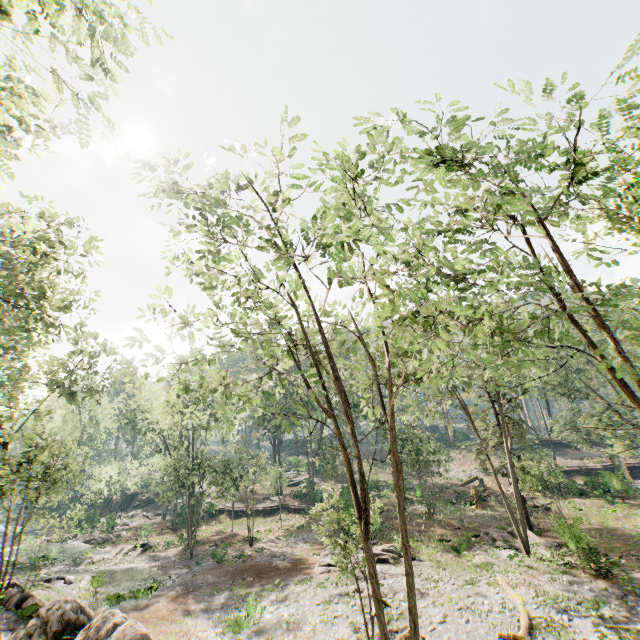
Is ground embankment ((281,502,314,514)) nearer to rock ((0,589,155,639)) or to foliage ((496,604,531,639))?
foliage ((496,604,531,639))

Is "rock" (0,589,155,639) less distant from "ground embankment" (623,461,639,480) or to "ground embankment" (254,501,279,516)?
"ground embankment" (254,501,279,516)

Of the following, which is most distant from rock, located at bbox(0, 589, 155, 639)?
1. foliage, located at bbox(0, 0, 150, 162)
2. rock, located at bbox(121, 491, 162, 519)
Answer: rock, located at bbox(121, 491, 162, 519)

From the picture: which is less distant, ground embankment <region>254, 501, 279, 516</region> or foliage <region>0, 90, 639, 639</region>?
foliage <region>0, 90, 639, 639</region>

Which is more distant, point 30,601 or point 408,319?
point 30,601

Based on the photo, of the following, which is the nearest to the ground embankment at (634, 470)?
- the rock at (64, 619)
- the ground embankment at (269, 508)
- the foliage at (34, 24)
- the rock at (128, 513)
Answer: the foliage at (34, 24)

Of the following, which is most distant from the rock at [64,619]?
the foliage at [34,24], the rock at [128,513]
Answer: the rock at [128,513]

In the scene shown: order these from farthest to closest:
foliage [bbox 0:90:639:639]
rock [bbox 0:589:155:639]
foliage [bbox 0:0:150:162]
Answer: rock [bbox 0:589:155:639] → foliage [bbox 0:90:639:639] → foliage [bbox 0:0:150:162]
